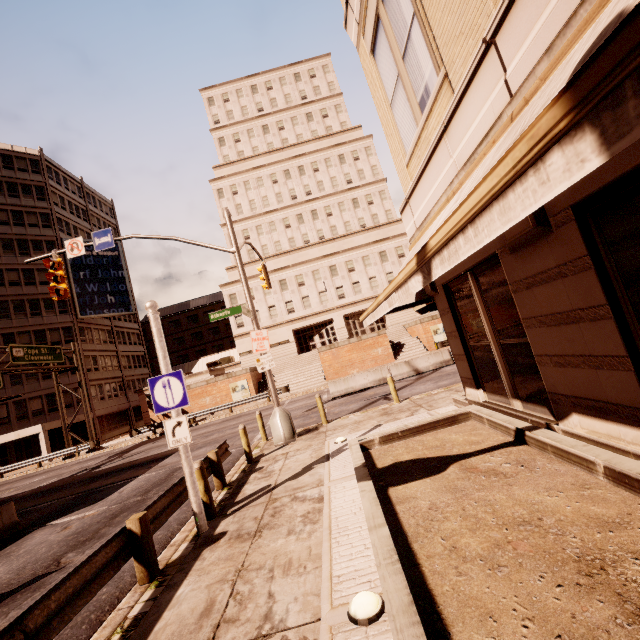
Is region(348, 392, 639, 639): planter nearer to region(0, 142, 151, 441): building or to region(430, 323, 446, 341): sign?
region(430, 323, 446, 341): sign

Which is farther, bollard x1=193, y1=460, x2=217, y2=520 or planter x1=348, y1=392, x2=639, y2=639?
bollard x1=193, y1=460, x2=217, y2=520

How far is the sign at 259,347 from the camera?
12.0 meters

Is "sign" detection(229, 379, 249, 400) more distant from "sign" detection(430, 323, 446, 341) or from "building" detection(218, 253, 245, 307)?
"sign" detection(430, 323, 446, 341)

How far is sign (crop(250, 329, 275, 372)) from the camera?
12.0 meters

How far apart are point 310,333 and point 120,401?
27.5m

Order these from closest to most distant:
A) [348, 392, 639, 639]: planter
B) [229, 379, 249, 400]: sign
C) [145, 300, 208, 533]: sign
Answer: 1. [348, 392, 639, 639]: planter
2. [145, 300, 208, 533]: sign
3. [229, 379, 249, 400]: sign

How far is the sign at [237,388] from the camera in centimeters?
3120cm
